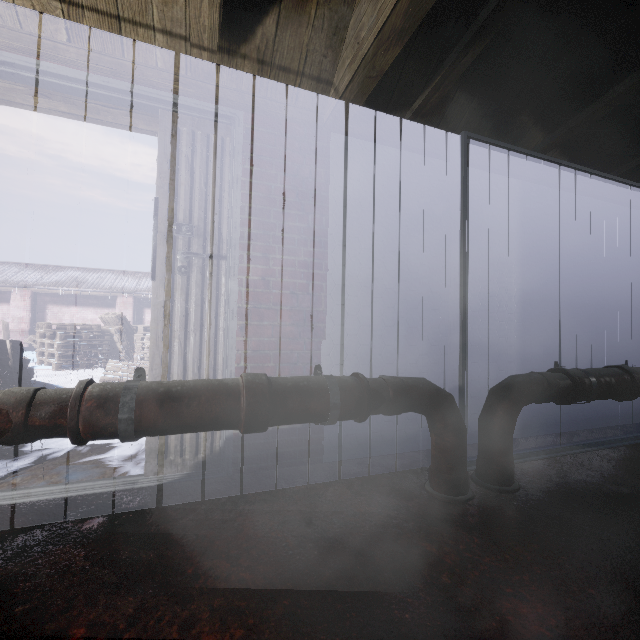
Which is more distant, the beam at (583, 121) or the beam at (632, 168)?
the beam at (632, 168)

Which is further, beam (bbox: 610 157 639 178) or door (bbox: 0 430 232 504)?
beam (bbox: 610 157 639 178)

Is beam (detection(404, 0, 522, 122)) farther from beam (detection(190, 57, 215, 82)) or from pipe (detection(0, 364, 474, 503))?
pipe (detection(0, 364, 474, 503))

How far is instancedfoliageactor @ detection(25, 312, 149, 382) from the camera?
5.61m

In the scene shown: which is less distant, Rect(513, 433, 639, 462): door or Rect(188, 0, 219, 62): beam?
Rect(188, 0, 219, 62): beam

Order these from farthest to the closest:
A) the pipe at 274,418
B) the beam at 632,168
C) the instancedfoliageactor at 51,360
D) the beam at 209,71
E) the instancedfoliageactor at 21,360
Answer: the instancedfoliageactor at 51,360 → the instancedfoliageactor at 21,360 → the beam at 632,168 → the beam at 209,71 → the pipe at 274,418

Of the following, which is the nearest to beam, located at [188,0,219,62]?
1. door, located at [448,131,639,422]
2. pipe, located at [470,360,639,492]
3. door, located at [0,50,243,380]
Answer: door, located at [0,50,243,380]

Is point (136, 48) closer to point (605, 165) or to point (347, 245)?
point (347, 245)
